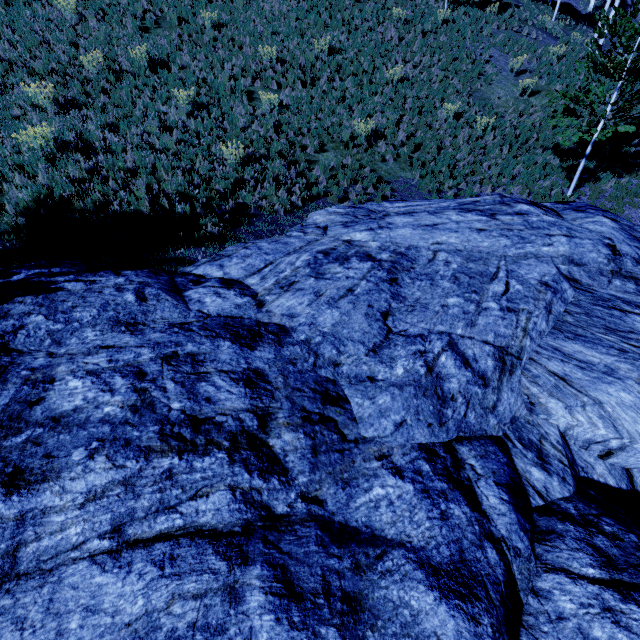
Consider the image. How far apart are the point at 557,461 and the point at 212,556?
4.42m

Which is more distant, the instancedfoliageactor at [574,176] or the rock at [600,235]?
the instancedfoliageactor at [574,176]

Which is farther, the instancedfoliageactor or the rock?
the instancedfoliageactor
